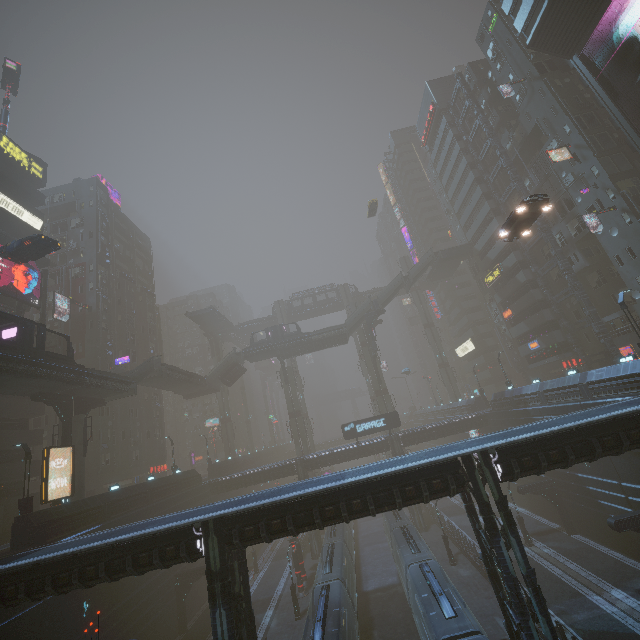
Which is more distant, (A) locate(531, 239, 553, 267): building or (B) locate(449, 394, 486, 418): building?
(B) locate(449, 394, 486, 418): building

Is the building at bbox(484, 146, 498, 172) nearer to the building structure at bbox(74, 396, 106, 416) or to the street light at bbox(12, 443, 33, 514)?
the street light at bbox(12, 443, 33, 514)

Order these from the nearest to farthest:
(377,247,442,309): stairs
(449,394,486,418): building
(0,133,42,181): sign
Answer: (0,133,42,181): sign < (449,394,486,418): building < (377,247,442,309): stairs

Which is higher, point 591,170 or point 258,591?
point 591,170

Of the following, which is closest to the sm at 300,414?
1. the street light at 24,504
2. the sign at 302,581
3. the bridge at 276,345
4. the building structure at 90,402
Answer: the building structure at 90,402

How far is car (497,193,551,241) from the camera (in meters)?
20.91

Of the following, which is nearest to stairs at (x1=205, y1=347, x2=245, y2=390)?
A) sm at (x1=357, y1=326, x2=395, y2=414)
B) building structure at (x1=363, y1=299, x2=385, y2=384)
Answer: sm at (x1=357, y1=326, x2=395, y2=414)

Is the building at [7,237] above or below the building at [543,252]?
above
